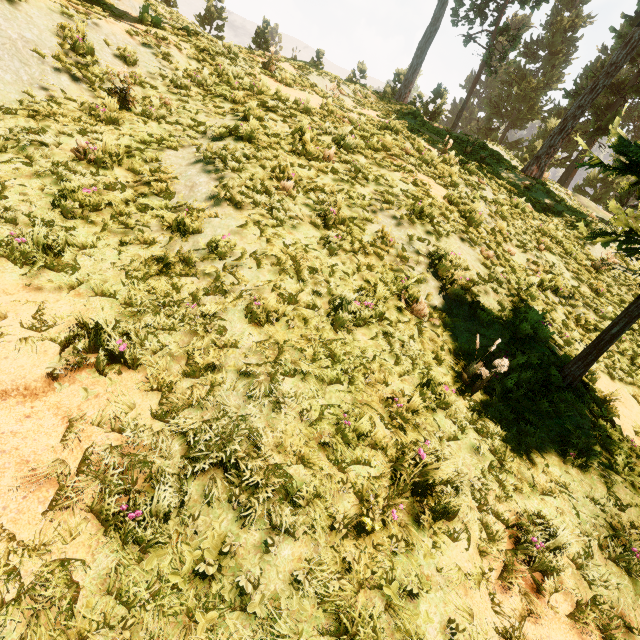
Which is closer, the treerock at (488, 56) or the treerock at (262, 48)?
the treerock at (262, 48)

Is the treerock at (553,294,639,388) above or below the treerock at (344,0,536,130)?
below

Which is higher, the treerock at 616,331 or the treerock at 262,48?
the treerock at 262,48

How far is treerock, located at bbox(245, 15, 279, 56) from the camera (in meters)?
12.07

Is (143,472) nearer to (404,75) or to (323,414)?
(323,414)

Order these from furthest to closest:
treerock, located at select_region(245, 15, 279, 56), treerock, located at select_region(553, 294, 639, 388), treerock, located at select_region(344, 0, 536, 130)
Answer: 1. treerock, located at select_region(344, 0, 536, 130)
2. treerock, located at select_region(245, 15, 279, 56)
3. treerock, located at select_region(553, 294, 639, 388)

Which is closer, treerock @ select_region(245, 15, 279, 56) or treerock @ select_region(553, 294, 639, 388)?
treerock @ select_region(553, 294, 639, 388)
